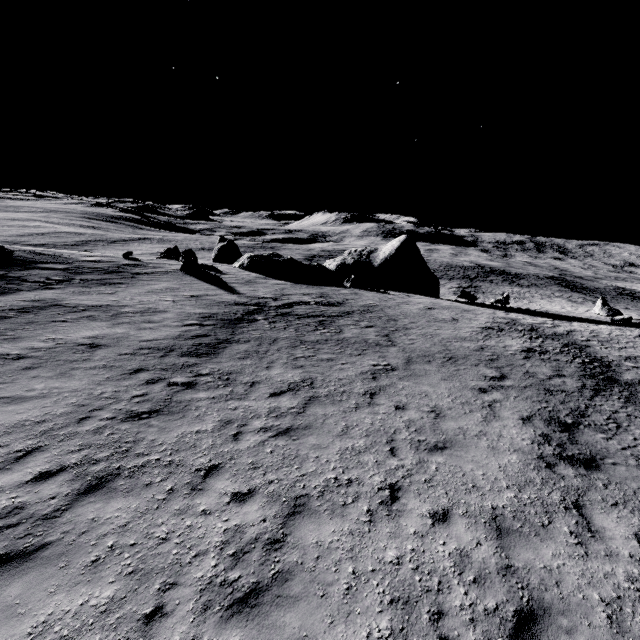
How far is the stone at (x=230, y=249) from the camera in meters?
31.8

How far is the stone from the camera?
31.84m

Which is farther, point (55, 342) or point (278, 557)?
point (55, 342)
